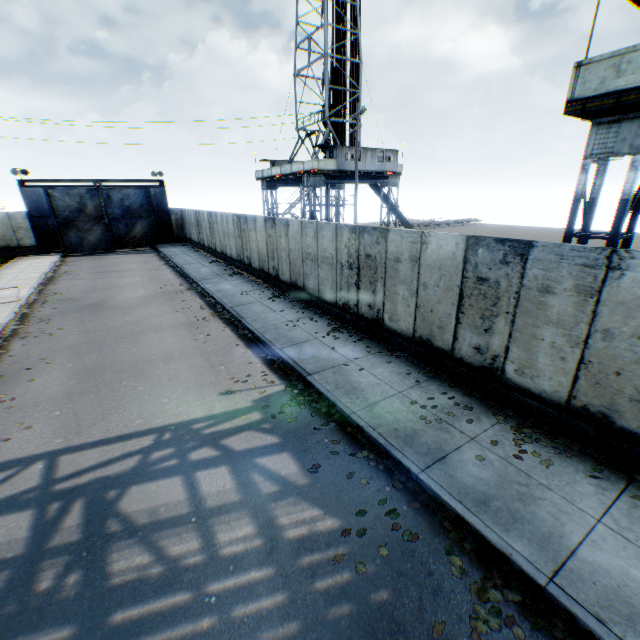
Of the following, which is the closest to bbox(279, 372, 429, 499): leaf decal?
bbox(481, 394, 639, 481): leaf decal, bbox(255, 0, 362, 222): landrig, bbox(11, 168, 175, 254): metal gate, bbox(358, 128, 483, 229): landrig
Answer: bbox(481, 394, 639, 481): leaf decal

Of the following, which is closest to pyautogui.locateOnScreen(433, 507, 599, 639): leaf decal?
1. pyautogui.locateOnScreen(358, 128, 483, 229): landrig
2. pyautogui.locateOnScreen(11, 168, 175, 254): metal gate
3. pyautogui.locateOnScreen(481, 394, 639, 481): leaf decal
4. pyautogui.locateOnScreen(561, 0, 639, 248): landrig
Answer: Result: pyautogui.locateOnScreen(481, 394, 639, 481): leaf decal

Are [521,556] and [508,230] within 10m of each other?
no

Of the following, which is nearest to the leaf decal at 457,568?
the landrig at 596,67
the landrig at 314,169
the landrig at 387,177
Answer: the landrig at 596,67

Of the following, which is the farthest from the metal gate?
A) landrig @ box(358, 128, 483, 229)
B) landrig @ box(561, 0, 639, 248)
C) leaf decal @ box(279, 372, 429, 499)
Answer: landrig @ box(561, 0, 639, 248)

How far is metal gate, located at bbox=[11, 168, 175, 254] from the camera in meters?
27.4 m

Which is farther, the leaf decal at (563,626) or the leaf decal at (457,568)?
the leaf decal at (457,568)

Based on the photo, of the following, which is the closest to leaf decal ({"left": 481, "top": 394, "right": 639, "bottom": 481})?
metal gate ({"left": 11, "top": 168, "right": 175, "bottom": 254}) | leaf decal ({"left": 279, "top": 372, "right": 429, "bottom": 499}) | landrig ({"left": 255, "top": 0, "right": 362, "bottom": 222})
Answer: leaf decal ({"left": 279, "top": 372, "right": 429, "bottom": 499})
